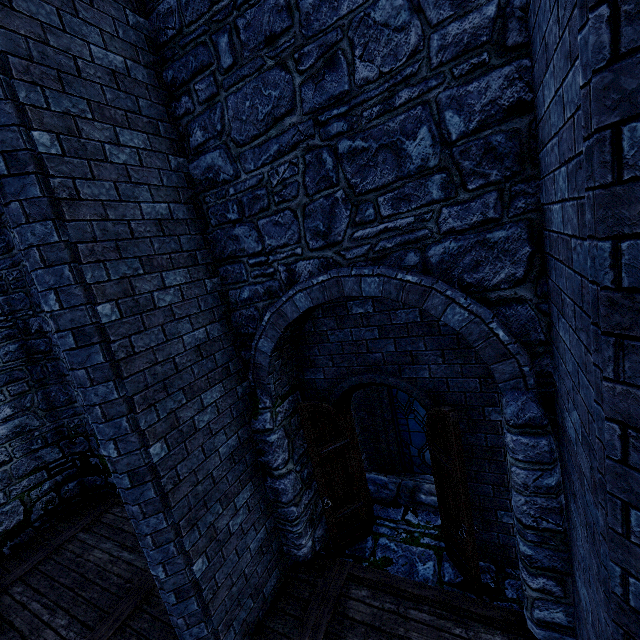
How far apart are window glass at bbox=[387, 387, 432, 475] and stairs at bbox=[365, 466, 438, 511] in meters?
1.1 m

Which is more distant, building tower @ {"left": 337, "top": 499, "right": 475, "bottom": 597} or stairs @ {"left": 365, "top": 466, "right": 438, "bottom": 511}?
stairs @ {"left": 365, "top": 466, "right": 438, "bottom": 511}

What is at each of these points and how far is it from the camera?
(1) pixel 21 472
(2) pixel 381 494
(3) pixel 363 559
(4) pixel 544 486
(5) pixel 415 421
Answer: (1) building tower, 7.00m
(2) stairs, 5.96m
(3) building tower, 4.92m
(4) building tower, 2.94m
(5) window glass, 6.96m

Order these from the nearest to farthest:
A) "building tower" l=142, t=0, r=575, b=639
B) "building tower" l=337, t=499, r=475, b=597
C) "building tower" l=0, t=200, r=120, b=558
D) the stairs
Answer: "building tower" l=142, t=0, r=575, b=639 < "building tower" l=337, t=499, r=475, b=597 < the stairs < "building tower" l=0, t=200, r=120, b=558

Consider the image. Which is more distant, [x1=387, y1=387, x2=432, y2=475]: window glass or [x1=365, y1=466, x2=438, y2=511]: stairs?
[x1=387, y1=387, x2=432, y2=475]: window glass

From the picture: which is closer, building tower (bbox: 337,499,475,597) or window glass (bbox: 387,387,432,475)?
building tower (bbox: 337,499,475,597)

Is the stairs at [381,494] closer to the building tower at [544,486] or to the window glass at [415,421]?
the building tower at [544,486]
